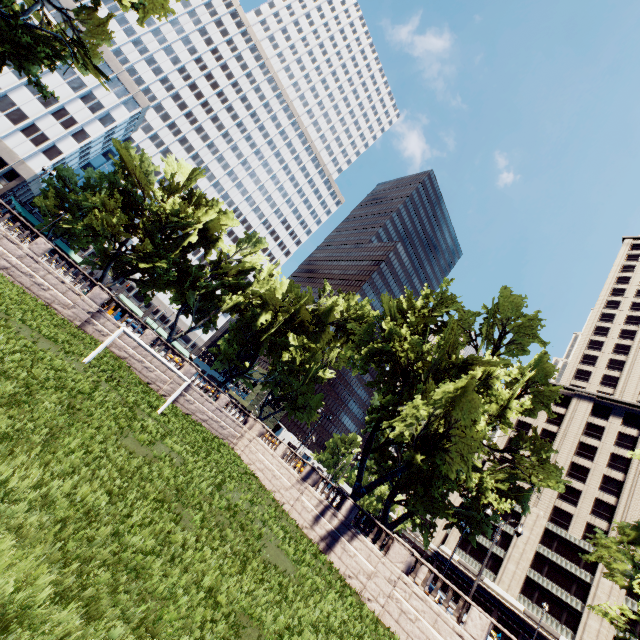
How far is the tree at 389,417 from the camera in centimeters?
2633cm

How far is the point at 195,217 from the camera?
35.2 meters

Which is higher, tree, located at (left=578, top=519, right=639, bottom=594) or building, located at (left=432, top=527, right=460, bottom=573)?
tree, located at (left=578, top=519, right=639, bottom=594)

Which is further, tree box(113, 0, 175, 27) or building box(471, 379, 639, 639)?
building box(471, 379, 639, 639)

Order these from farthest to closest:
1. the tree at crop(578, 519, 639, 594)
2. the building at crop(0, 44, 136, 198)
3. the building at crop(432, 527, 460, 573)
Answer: the building at crop(432, 527, 460, 573) < the building at crop(0, 44, 136, 198) < the tree at crop(578, 519, 639, 594)

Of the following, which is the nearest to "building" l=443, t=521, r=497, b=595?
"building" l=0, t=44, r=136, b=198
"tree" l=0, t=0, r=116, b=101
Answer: "tree" l=0, t=0, r=116, b=101

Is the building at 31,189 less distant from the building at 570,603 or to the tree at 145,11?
the tree at 145,11

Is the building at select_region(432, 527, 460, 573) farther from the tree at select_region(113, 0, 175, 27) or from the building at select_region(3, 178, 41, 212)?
the building at select_region(3, 178, 41, 212)
